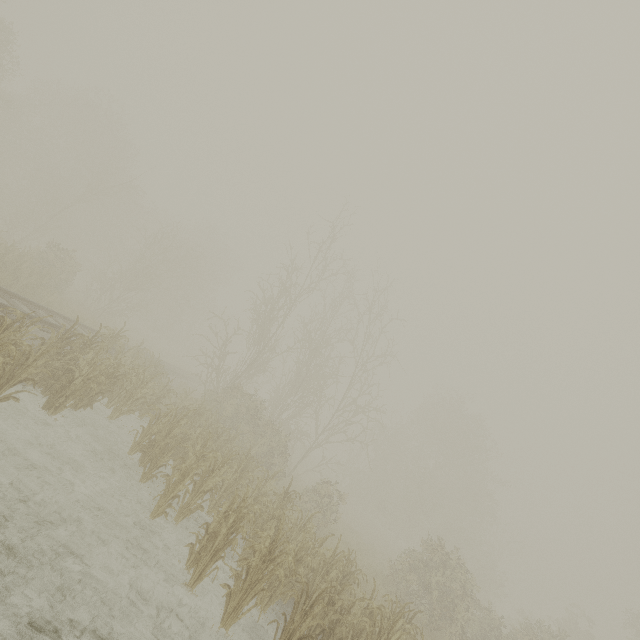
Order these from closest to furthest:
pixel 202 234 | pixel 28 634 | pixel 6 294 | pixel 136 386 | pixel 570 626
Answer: pixel 28 634 → pixel 6 294 → pixel 136 386 → pixel 570 626 → pixel 202 234
